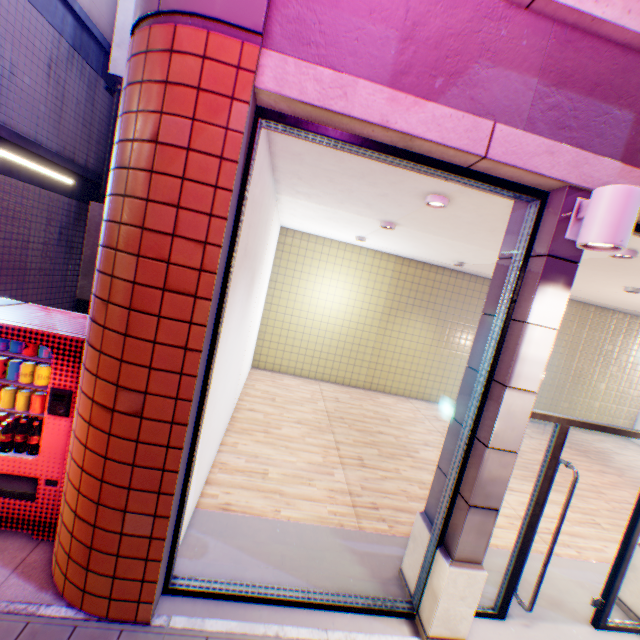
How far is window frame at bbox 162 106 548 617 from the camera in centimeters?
251cm

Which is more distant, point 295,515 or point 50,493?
point 295,515

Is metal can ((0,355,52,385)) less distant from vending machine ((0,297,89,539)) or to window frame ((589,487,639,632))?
vending machine ((0,297,89,539))

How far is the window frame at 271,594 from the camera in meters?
2.5

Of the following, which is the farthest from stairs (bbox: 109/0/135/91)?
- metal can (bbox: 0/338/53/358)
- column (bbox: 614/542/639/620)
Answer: column (bbox: 614/542/639/620)

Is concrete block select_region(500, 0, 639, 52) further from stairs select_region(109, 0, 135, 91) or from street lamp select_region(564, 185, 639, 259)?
stairs select_region(109, 0, 135, 91)

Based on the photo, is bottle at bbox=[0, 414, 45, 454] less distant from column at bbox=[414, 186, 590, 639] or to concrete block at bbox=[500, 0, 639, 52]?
column at bbox=[414, 186, 590, 639]

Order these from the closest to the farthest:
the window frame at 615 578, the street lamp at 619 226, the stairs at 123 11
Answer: the street lamp at 619 226, the window frame at 615 578, the stairs at 123 11
